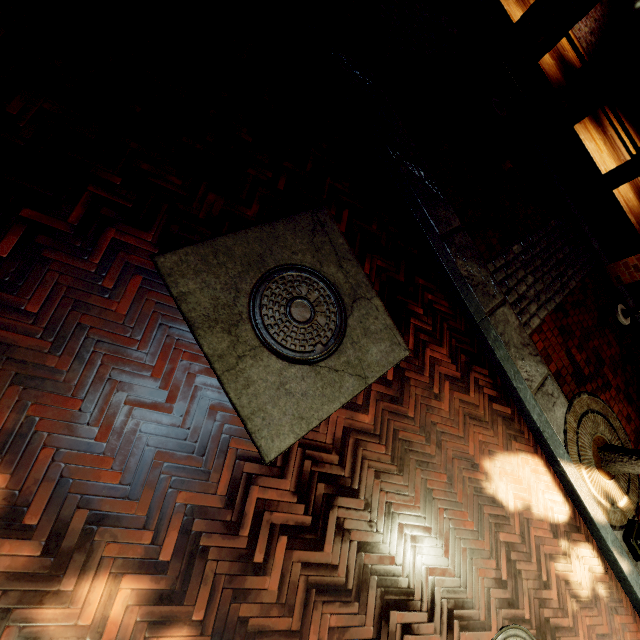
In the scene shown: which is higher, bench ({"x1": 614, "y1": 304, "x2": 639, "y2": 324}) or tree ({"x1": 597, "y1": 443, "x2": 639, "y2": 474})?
tree ({"x1": 597, "y1": 443, "x2": 639, "y2": 474})

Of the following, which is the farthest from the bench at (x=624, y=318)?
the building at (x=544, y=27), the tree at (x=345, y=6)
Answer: the tree at (x=345, y=6)

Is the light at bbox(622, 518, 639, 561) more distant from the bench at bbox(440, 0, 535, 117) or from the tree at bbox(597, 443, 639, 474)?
the bench at bbox(440, 0, 535, 117)

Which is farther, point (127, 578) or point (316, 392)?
point (316, 392)

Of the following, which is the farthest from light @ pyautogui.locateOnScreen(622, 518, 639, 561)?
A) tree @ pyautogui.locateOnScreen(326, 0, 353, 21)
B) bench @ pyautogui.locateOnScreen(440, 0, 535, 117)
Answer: bench @ pyautogui.locateOnScreen(440, 0, 535, 117)

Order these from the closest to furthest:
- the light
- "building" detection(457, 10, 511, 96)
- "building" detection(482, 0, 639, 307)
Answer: the light < "building" detection(482, 0, 639, 307) < "building" detection(457, 10, 511, 96)

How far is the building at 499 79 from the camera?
6.72m

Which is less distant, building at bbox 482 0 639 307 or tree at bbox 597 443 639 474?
tree at bbox 597 443 639 474
